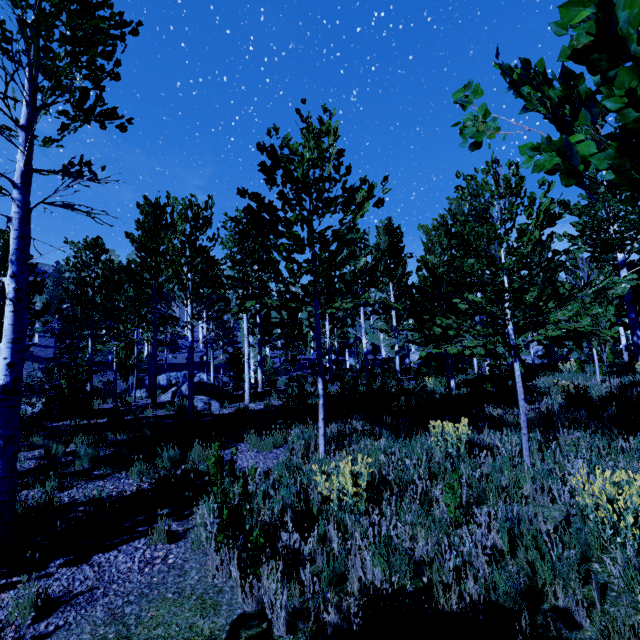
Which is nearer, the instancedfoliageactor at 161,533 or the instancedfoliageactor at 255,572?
the instancedfoliageactor at 255,572

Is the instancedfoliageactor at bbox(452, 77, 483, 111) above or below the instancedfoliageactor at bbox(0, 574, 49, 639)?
above

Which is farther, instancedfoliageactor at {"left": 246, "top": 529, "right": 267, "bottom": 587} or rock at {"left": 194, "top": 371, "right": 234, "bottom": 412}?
rock at {"left": 194, "top": 371, "right": 234, "bottom": 412}

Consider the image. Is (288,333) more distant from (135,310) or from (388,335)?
(135,310)

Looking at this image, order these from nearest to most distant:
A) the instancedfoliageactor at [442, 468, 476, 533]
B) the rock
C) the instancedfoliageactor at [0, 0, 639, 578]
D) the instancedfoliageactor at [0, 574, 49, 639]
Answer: the instancedfoliageactor at [0, 0, 639, 578] → the instancedfoliageactor at [0, 574, 49, 639] → the instancedfoliageactor at [442, 468, 476, 533] → the rock

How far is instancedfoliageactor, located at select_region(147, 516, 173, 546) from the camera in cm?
379

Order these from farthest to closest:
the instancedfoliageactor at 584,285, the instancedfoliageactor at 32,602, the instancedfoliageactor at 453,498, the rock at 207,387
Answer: the rock at 207,387 → the instancedfoliageactor at 453,498 → the instancedfoliageactor at 32,602 → the instancedfoliageactor at 584,285
